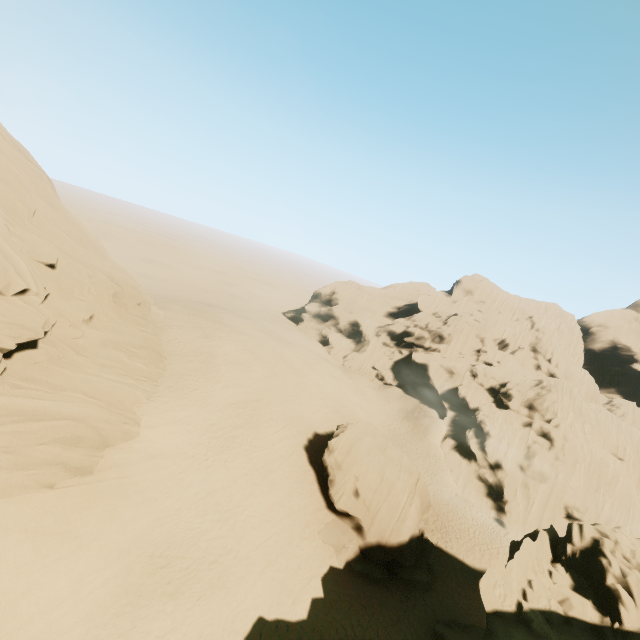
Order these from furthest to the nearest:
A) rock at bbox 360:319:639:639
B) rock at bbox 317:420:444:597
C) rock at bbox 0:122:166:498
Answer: rock at bbox 317:420:444:597 → rock at bbox 0:122:166:498 → rock at bbox 360:319:639:639

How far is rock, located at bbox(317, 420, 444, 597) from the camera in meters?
21.5

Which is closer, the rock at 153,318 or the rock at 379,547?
the rock at 153,318

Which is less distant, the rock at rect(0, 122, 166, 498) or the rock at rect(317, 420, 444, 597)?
the rock at rect(0, 122, 166, 498)

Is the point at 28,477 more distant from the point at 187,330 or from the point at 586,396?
the point at 586,396

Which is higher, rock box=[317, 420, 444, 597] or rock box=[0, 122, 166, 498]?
rock box=[0, 122, 166, 498]

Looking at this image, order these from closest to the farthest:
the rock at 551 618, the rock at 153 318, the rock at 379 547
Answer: the rock at 551 618 → the rock at 153 318 → the rock at 379 547
